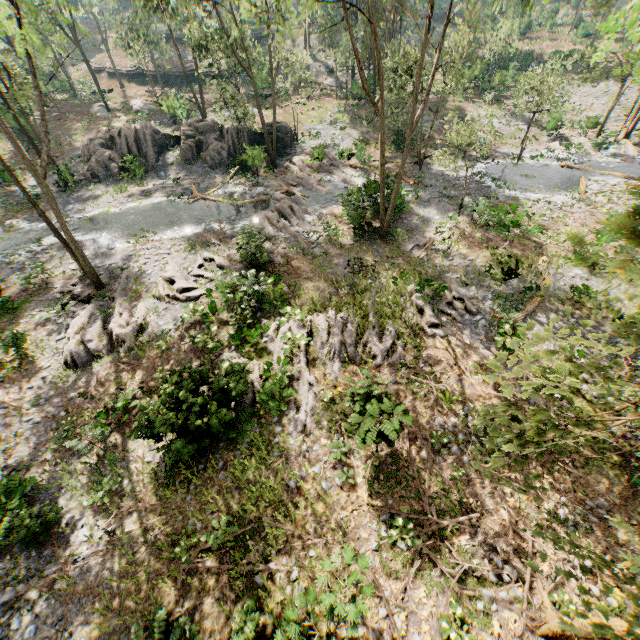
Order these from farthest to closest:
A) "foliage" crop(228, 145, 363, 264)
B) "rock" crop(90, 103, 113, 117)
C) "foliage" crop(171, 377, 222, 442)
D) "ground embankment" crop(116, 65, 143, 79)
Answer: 1. "ground embankment" crop(116, 65, 143, 79)
2. "rock" crop(90, 103, 113, 117)
3. "foliage" crop(228, 145, 363, 264)
4. "foliage" crop(171, 377, 222, 442)

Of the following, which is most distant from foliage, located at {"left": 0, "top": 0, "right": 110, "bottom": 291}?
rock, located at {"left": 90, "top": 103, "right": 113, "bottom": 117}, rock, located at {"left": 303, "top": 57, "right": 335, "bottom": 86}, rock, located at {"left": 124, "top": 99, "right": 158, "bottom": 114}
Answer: rock, located at {"left": 124, "top": 99, "right": 158, "bottom": 114}

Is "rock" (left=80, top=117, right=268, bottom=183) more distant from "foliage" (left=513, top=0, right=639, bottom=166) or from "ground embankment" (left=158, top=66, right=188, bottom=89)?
"ground embankment" (left=158, top=66, right=188, bottom=89)

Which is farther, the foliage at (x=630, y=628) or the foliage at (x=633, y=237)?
the foliage at (x=630, y=628)

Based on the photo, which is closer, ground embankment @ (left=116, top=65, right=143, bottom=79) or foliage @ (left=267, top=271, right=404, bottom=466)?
foliage @ (left=267, top=271, right=404, bottom=466)

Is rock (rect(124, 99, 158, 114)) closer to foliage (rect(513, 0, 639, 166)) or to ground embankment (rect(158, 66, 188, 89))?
foliage (rect(513, 0, 639, 166))

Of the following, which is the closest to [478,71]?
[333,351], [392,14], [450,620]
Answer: [392,14]
